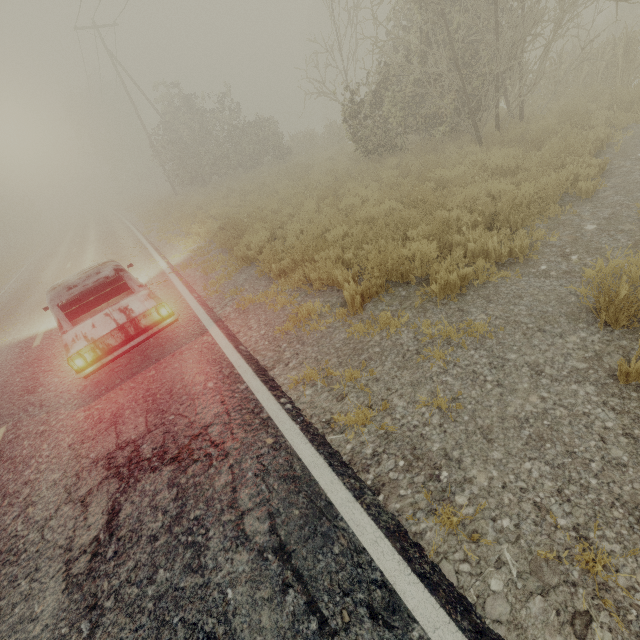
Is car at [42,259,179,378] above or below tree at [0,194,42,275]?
below

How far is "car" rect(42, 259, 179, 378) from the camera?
4.93m

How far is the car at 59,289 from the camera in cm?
493

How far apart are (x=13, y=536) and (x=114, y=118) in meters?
56.4 m

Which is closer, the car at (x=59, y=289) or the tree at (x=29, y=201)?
the car at (x=59, y=289)

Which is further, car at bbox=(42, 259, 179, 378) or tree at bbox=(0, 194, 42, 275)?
tree at bbox=(0, 194, 42, 275)
